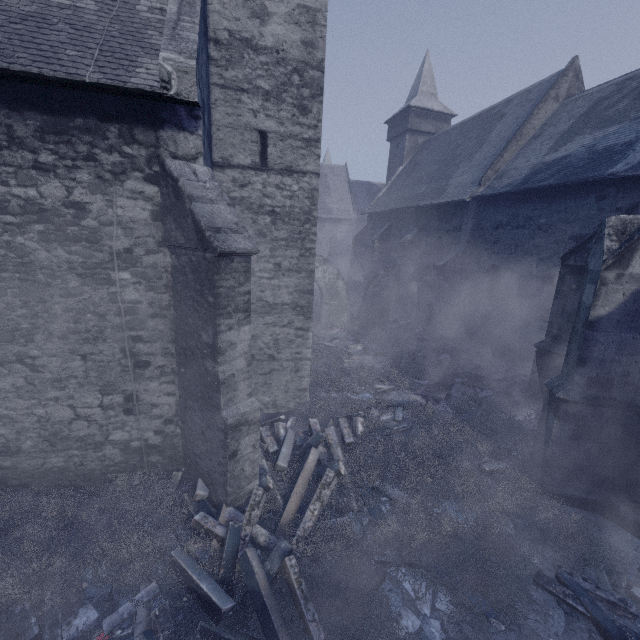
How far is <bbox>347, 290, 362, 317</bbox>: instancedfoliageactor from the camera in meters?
21.8 m

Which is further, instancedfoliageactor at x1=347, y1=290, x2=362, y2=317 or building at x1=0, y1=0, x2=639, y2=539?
instancedfoliageactor at x1=347, y1=290, x2=362, y2=317

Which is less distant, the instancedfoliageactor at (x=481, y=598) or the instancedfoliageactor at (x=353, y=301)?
the instancedfoliageactor at (x=481, y=598)

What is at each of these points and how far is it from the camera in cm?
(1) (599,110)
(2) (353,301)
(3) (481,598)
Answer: (1) building, 1246
(2) instancedfoliageactor, 2555
(3) instancedfoliageactor, 438

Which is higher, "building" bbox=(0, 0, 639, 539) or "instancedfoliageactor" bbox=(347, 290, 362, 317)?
"building" bbox=(0, 0, 639, 539)

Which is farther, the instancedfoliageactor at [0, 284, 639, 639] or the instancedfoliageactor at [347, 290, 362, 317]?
the instancedfoliageactor at [347, 290, 362, 317]

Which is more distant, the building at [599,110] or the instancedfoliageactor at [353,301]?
the instancedfoliageactor at [353,301]
